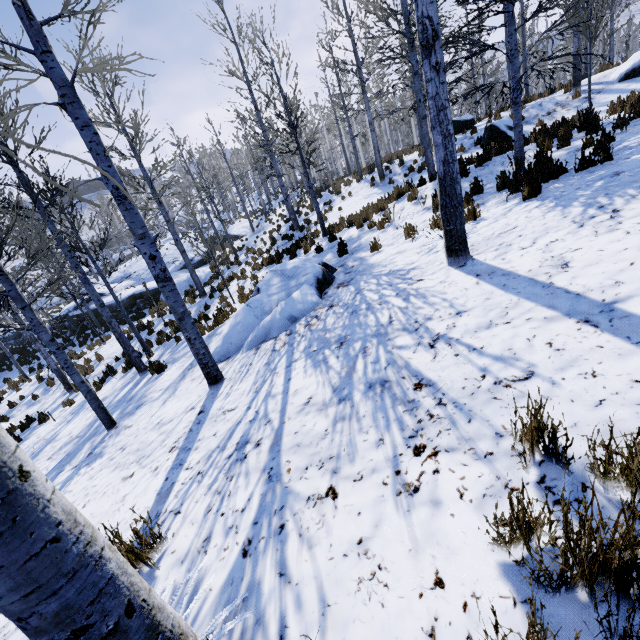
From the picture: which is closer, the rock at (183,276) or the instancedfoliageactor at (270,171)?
the instancedfoliageactor at (270,171)

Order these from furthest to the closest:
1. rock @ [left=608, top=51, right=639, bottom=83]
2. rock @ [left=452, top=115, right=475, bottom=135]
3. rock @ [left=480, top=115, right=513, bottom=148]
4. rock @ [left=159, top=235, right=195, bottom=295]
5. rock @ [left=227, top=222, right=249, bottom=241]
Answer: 1. rock @ [left=227, top=222, right=249, bottom=241]
2. rock @ [left=159, top=235, right=195, bottom=295]
3. rock @ [left=452, top=115, right=475, bottom=135]
4. rock @ [left=480, top=115, right=513, bottom=148]
5. rock @ [left=608, top=51, right=639, bottom=83]

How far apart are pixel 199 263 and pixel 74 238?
45.2 meters

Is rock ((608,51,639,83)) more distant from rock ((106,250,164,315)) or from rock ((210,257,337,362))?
rock ((106,250,164,315))

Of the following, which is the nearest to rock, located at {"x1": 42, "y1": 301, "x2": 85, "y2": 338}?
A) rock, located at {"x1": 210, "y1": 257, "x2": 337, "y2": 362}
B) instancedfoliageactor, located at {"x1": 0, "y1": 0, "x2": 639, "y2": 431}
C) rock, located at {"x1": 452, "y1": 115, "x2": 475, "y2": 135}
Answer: instancedfoliageactor, located at {"x1": 0, "y1": 0, "x2": 639, "y2": 431}

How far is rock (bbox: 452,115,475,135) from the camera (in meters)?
16.38

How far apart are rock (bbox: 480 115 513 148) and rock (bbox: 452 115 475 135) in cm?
388

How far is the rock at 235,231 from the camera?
30.7 meters
